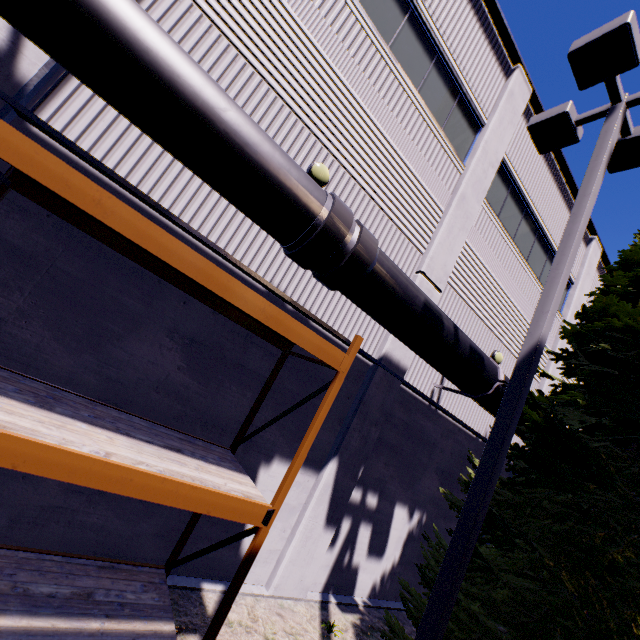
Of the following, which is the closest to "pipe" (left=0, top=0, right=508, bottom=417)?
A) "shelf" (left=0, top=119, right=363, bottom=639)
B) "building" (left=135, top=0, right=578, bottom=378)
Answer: "building" (left=135, top=0, right=578, bottom=378)

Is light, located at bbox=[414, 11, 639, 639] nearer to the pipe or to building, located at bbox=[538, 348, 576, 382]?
building, located at bbox=[538, 348, 576, 382]

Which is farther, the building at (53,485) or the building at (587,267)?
the building at (587,267)

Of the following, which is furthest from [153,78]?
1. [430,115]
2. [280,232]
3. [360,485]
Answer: [360,485]

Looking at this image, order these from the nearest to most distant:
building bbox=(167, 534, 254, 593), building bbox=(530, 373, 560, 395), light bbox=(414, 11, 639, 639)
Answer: →
1. light bbox=(414, 11, 639, 639)
2. building bbox=(167, 534, 254, 593)
3. building bbox=(530, 373, 560, 395)

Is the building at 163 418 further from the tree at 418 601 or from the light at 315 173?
the tree at 418 601

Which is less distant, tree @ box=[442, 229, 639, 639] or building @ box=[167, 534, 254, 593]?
tree @ box=[442, 229, 639, 639]

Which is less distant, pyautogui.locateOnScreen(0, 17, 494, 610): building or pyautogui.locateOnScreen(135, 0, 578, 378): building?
pyautogui.locateOnScreen(0, 17, 494, 610): building
